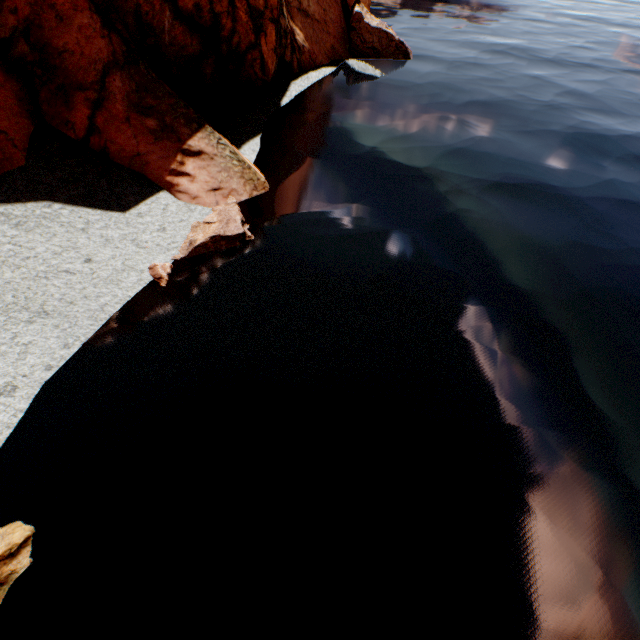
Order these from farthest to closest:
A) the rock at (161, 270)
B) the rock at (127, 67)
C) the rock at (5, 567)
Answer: the rock at (127, 67) → the rock at (161, 270) → the rock at (5, 567)

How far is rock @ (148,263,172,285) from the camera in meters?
9.6 m

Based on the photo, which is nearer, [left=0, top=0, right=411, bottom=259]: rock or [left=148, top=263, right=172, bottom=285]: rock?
[left=148, top=263, right=172, bottom=285]: rock

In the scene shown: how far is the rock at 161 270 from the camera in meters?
9.6 m

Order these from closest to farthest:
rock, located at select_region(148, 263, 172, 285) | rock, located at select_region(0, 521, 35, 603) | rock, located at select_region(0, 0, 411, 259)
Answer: rock, located at select_region(0, 521, 35, 603) → rock, located at select_region(148, 263, 172, 285) → rock, located at select_region(0, 0, 411, 259)

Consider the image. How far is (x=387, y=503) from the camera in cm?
639
